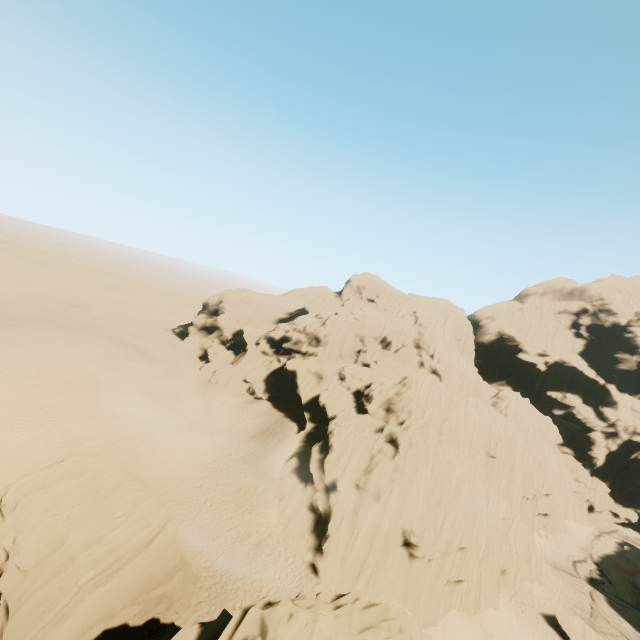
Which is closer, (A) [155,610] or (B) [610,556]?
(A) [155,610]

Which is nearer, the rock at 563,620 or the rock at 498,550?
the rock at 498,550

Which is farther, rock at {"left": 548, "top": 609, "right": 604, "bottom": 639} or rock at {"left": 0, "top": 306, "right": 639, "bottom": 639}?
rock at {"left": 548, "top": 609, "right": 604, "bottom": 639}

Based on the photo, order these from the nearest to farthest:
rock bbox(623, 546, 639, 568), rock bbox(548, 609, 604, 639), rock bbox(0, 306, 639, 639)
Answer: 1. rock bbox(0, 306, 639, 639)
2. rock bbox(548, 609, 604, 639)
3. rock bbox(623, 546, 639, 568)

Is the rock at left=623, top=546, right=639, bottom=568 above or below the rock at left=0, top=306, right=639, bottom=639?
below

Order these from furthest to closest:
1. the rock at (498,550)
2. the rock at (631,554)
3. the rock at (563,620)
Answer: the rock at (631,554)
the rock at (563,620)
the rock at (498,550)
